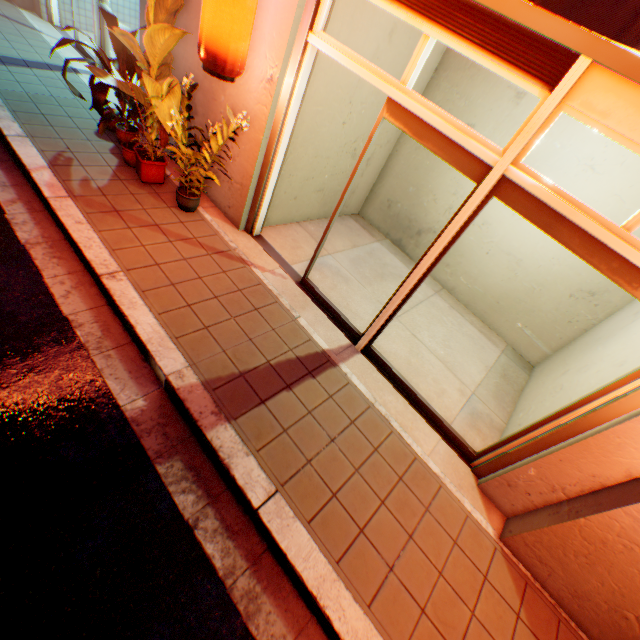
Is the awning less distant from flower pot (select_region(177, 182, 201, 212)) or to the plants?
the plants

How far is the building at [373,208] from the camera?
5.54m

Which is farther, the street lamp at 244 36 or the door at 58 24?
the door at 58 24

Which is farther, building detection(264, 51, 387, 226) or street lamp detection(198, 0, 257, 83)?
building detection(264, 51, 387, 226)

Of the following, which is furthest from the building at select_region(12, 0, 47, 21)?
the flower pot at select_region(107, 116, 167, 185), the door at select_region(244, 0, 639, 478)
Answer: the flower pot at select_region(107, 116, 167, 185)

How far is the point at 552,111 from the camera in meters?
2.2

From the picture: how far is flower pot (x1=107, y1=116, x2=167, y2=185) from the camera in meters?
4.5 m
